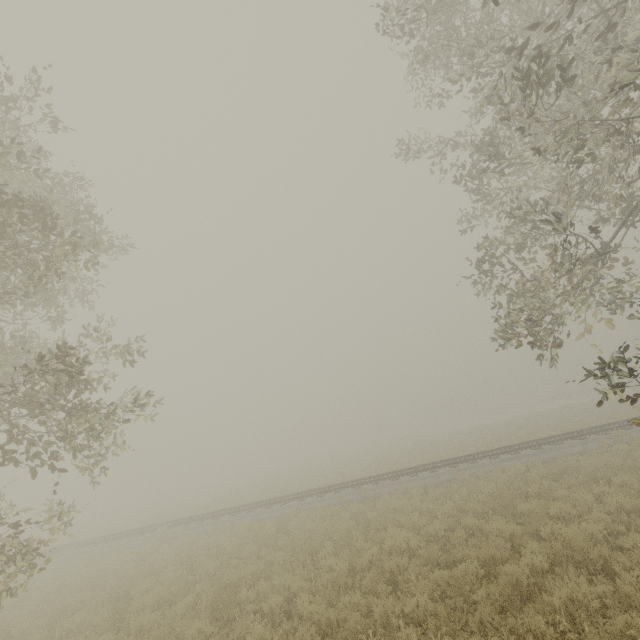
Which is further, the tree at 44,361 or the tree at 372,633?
the tree at 44,361

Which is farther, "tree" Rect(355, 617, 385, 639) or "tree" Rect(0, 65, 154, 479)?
"tree" Rect(0, 65, 154, 479)

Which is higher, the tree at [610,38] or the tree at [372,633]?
the tree at [610,38]

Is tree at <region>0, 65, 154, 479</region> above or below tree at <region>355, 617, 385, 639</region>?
above

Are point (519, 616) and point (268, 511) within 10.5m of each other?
no
